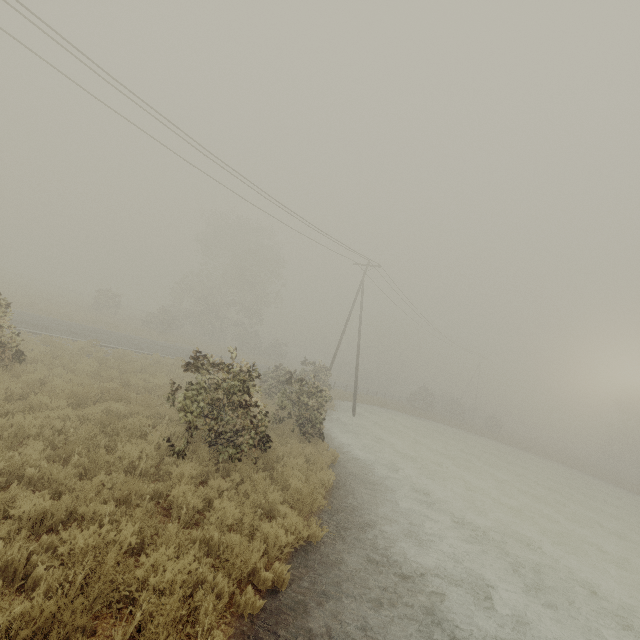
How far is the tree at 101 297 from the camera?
34.9 meters

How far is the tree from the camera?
34.9 meters

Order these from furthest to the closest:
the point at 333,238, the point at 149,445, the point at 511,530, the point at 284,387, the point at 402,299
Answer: the point at 402,299
the point at 333,238
the point at 284,387
the point at 511,530
the point at 149,445
